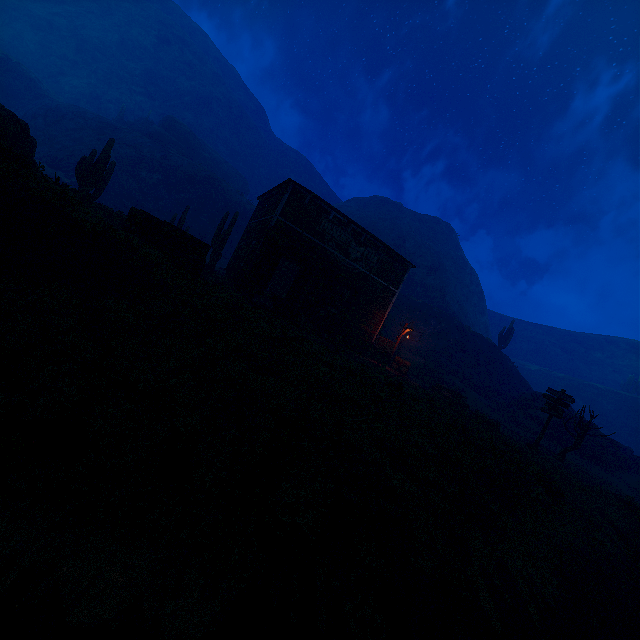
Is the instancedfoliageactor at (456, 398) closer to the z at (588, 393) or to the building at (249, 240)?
the building at (249, 240)

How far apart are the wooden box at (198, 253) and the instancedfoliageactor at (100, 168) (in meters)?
10.05

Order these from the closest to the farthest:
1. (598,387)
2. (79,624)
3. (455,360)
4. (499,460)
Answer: (79,624) → (499,460) → (455,360) → (598,387)

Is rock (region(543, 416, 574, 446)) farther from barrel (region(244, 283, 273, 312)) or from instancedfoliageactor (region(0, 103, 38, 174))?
instancedfoliageactor (region(0, 103, 38, 174))

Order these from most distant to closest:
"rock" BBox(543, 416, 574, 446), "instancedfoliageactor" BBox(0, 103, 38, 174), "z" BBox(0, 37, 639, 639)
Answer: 1. "rock" BBox(543, 416, 574, 446)
2. "instancedfoliageactor" BBox(0, 103, 38, 174)
3. "z" BBox(0, 37, 639, 639)

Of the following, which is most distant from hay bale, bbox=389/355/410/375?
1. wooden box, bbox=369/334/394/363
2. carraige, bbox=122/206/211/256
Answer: → carraige, bbox=122/206/211/256

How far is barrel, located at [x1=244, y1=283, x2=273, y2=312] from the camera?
15.2m

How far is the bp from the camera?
17.25m
